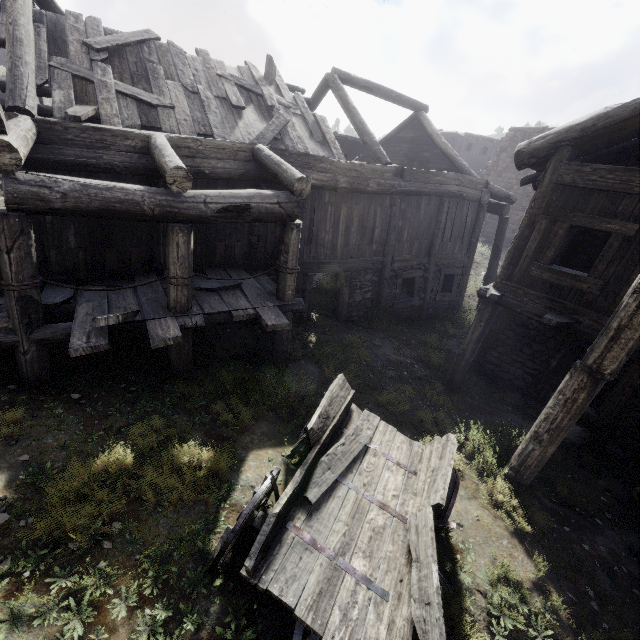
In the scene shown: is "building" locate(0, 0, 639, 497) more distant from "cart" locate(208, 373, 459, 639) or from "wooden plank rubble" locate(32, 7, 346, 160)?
"cart" locate(208, 373, 459, 639)

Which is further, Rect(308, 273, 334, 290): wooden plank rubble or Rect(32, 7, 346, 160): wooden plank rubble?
Rect(308, 273, 334, 290): wooden plank rubble

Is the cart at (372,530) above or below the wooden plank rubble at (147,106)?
below

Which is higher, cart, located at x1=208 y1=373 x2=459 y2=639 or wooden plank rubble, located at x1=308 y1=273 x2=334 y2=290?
cart, located at x1=208 y1=373 x2=459 y2=639

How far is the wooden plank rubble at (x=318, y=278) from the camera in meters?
13.2

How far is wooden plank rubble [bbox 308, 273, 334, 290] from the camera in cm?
1323

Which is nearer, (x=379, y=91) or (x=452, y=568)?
(x=452, y=568)

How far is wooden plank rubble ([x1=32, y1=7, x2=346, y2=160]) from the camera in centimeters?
700cm
